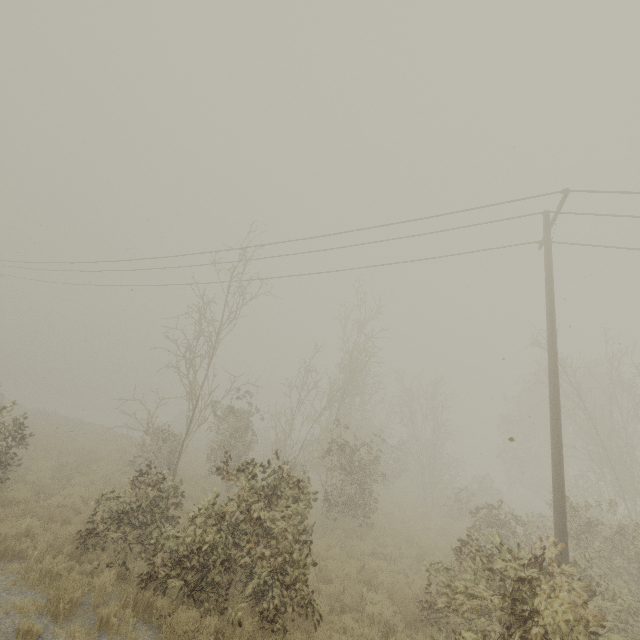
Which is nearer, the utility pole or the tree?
the tree

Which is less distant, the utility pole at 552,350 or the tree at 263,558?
the tree at 263,558

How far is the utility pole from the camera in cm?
781

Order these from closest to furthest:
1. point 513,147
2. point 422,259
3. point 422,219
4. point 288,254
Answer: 1. point 513,147
2. point 422,219
3. point 422,259
4. point 288,254

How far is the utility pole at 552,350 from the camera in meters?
7.8 m
